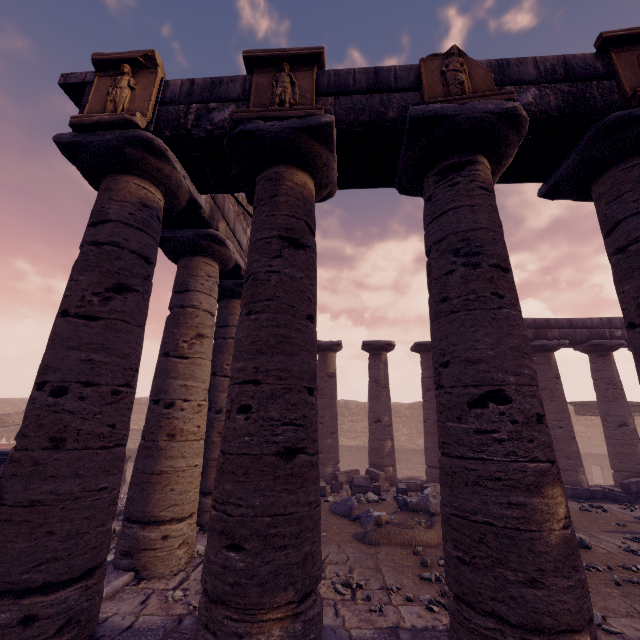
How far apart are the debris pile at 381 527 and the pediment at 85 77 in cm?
692

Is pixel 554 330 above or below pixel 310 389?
above

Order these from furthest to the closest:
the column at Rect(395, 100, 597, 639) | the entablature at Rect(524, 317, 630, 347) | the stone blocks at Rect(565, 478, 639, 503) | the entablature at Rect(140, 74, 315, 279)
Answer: the entablature at Rect(524, 317, 630, 347) → the stone blocks at Rect(565, 478, 639, 503) → the entablature at Rect(140, 74, 315, 279) → the column at Rect(395, 100, 597, 639)

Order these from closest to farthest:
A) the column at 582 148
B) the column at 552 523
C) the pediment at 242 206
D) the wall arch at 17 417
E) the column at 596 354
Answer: the column at 552 523, the column at 582 148, the pediment at 242 206, the column at 596 354, the wall arch at 17 417

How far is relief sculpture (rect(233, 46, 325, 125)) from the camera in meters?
3.8 m

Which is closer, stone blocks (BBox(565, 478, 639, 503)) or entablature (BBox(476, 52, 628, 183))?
entablature (BBox(476, 52, 628, 183))

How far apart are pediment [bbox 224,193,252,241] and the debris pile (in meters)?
6.92

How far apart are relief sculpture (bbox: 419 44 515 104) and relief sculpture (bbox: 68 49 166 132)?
3.39m
